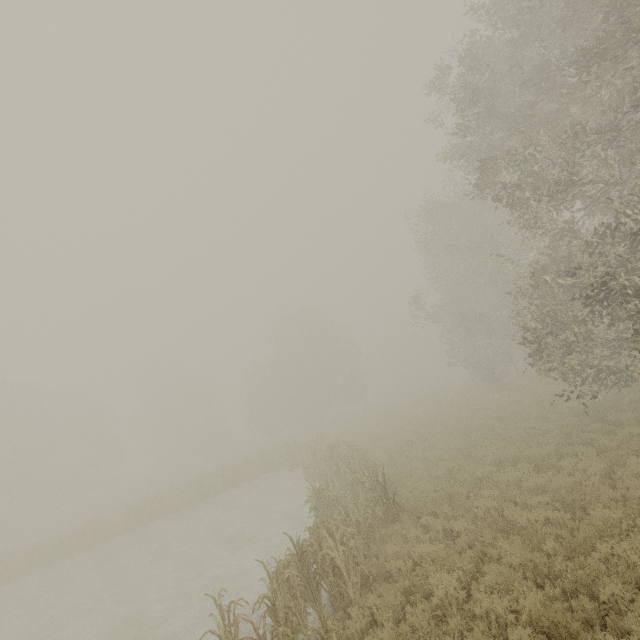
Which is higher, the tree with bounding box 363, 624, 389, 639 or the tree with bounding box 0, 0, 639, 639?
the tree with bounding box 363, 624, 389, 639

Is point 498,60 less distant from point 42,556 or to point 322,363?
point 42,556

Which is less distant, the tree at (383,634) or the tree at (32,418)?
the tree at (383,634)

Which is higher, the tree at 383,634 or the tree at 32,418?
the tree at 383,634

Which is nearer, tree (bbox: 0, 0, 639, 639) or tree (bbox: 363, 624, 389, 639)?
tree (bbox: 363, 624, 389, 639)
